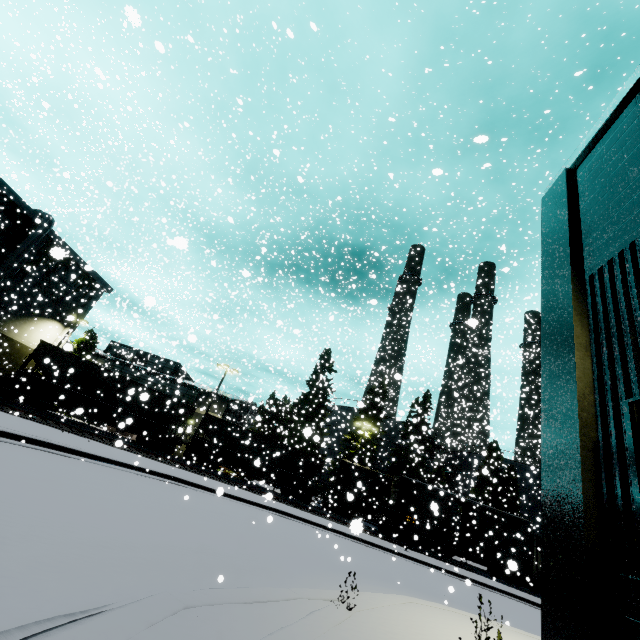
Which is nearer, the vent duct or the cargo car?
the cargo car

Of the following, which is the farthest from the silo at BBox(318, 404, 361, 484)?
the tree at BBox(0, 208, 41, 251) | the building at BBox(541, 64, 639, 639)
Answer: the building at BBox(541, 64, 639, 639)

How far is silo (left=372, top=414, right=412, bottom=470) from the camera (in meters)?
41.31

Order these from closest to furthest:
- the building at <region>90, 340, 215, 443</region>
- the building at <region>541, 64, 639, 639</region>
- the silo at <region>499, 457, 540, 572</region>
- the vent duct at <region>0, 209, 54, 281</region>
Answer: the building at <region>541, 64, 639, 639</region> < the vent duct at <region>0, 209, 54, 281</region> < the building at <region>90, 340, 215, 443</region> < the silo at <region>499, 457, 540, 572</region>

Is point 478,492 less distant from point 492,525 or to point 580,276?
point 492,525

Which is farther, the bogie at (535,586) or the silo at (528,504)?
the silo at (528,504)

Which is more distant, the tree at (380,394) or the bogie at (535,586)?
the tree at (380,394)
